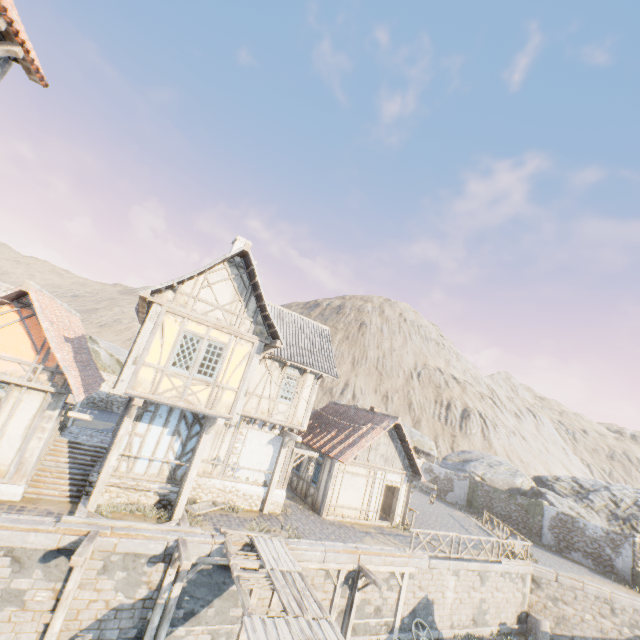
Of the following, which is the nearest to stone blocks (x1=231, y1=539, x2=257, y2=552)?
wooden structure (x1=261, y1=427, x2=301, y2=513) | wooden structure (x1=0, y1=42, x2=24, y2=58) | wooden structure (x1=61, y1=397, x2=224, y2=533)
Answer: wooden structure (x1=61, y1=397, x2=224, y2=533)

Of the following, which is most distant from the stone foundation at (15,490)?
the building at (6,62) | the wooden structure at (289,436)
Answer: the wooden structure at (289,436)

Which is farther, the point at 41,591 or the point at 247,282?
the point at 247,282

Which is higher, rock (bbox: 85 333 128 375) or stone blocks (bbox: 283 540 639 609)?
rock (bbox: 85 333 128 375)

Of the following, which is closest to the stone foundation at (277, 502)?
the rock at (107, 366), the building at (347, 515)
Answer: the building at (347, 515)

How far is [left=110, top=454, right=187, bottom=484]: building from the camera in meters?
11.6 m

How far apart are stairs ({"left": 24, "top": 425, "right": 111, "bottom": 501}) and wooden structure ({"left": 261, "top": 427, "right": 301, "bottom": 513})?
7.1m

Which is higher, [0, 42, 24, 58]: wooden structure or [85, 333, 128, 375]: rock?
[0, 42, 24, 58]: wooden structure
